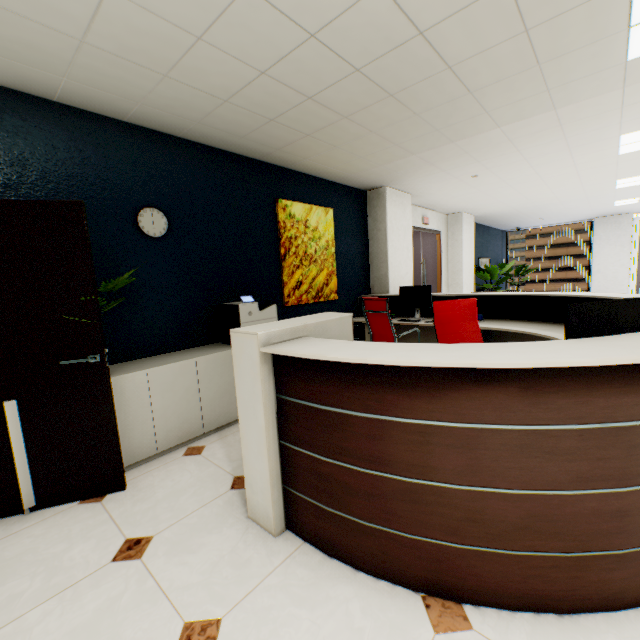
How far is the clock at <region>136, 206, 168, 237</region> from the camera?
3.1 meters

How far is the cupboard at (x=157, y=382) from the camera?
2.6 meters

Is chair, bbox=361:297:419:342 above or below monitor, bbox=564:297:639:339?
below

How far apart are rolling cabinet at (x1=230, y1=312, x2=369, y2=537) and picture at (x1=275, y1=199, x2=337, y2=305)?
2.06m

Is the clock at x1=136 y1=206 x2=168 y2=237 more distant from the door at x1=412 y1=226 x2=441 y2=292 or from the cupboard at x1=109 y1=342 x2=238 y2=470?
the door at x1=412 y1=226 x2=441 y2=292

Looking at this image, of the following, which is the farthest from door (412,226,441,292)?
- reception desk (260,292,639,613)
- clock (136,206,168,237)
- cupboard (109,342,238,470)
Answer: clock (136,206,168,237)

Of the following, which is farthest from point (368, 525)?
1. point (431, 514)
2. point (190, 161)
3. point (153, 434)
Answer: point (190, 161)

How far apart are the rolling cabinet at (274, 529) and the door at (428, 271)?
5.1 meters
